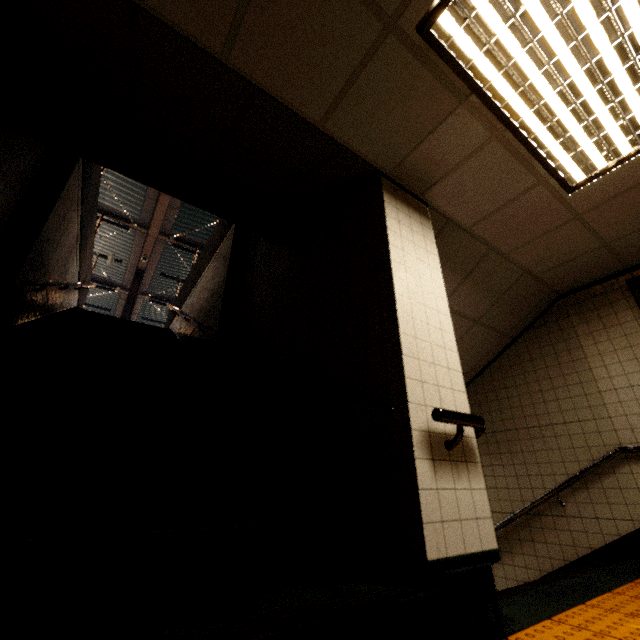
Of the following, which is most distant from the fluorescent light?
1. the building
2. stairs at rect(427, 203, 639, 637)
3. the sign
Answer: the sign

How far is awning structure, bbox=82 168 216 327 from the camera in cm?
1036

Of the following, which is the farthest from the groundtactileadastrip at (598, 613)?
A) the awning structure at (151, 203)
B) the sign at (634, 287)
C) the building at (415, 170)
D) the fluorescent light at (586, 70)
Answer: the awning structure at (151, 203)

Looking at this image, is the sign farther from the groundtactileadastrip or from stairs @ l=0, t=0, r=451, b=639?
stairs @ l=0, t=0, r=451, b=639

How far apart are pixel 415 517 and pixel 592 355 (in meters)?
3.74

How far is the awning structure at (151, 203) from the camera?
10.4m

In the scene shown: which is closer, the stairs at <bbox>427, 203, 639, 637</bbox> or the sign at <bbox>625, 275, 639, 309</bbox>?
the stairs at <bbox>427, 203, 639, 637</bbox>

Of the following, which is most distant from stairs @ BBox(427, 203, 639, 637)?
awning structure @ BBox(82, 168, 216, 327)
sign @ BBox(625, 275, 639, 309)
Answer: awning structure @ BBox(82, 168, 216, 327)
